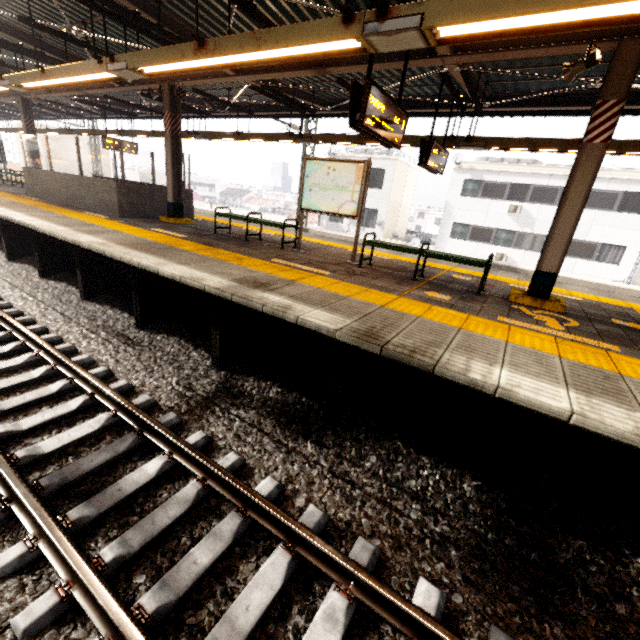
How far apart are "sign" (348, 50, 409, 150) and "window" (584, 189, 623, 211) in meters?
21.4

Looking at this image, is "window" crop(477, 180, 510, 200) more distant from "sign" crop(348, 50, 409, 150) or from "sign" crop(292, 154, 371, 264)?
"sign" crop(348, 50, 409, 150)

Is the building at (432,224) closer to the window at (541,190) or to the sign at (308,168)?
the window at (541,190)

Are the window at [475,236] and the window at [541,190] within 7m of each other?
yes

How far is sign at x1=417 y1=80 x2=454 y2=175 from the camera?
6.5m

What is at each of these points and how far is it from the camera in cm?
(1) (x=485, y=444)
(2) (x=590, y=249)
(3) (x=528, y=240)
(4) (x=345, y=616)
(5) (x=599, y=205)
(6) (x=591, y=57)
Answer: (1) platform underside, 344
(2) window, 2027
(3) window, 2186
(4) train track, 212
(5) window, 1956
(6) loudspeaker, 437

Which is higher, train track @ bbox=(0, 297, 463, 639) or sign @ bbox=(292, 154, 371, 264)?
sign @ bbox=(292, 154, 371, 264)

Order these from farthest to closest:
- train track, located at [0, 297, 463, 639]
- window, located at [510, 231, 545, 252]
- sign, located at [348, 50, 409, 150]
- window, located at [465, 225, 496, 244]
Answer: window, located at [465, 225, 496, 244] → window, located at [510, 231, 545, 252] → sign, located at [348, 50, 409, 150] → train track, located at [0, 297, 463, 639]
